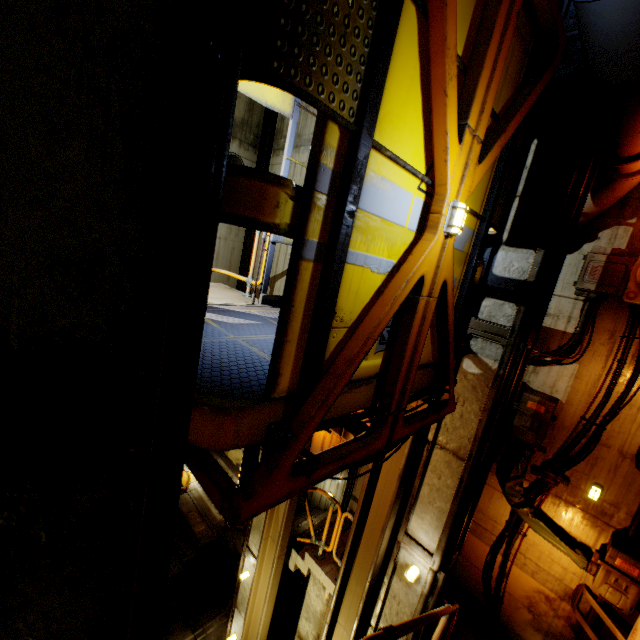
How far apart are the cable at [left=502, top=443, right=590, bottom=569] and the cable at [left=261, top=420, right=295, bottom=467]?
5.4 meters

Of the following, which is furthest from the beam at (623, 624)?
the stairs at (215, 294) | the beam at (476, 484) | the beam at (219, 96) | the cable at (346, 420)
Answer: the beam at (219, 96)

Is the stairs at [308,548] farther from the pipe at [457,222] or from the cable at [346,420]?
the pipe at [457,222]

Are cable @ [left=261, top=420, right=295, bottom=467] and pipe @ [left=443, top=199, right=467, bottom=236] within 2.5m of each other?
yes

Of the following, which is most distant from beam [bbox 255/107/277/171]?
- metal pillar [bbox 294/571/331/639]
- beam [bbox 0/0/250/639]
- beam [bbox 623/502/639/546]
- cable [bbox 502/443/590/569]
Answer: beam [bbox 623/502/639/546]

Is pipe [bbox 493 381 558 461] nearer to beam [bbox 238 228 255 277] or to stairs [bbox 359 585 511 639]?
stairs [bbox 359 585 511 639]

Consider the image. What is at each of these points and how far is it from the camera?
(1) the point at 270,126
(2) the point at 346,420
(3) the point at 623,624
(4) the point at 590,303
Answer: (1) beam, 10.3m
(2) cable, 1.9m
(3) beam, 4.7m
(4) pipe, 4.9m

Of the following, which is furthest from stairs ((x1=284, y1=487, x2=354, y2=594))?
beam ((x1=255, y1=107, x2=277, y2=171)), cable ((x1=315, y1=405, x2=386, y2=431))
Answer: cable ((x1=315, y1=405, x2=386, y2=431))
